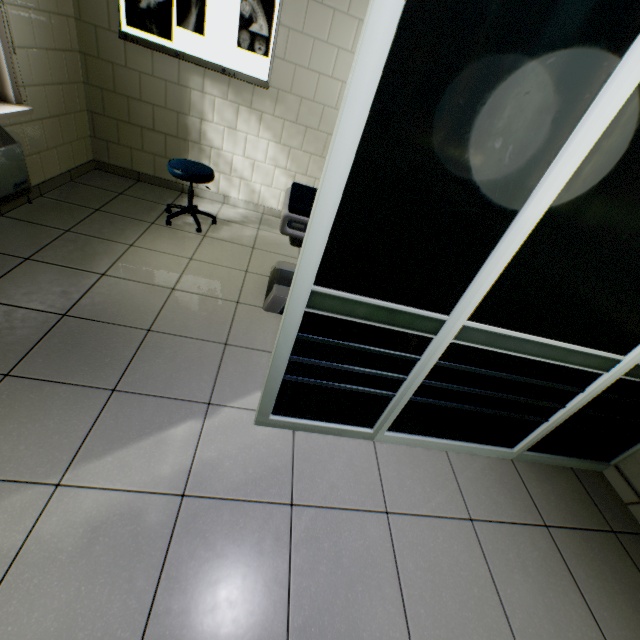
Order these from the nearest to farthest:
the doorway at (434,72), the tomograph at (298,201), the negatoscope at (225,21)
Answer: the doorway at (434,72) → the tomograph at (298,201) → the negatoscope at (225,21)

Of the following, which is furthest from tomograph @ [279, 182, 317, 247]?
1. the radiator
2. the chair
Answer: the radiator

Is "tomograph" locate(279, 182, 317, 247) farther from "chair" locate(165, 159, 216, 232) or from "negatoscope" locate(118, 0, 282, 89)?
"negatoscope" locate(118, 0, 282, 89)

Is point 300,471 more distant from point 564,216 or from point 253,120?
point 253,120

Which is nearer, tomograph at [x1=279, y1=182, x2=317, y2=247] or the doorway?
the doorway

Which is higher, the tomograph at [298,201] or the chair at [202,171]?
the tomograph at [298,201]

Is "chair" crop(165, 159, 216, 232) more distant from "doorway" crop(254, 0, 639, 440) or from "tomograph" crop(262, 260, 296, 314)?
"doorway" crop(254, 0, 639, 440)

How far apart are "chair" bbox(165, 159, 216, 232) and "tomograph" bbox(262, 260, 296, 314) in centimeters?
89cm
